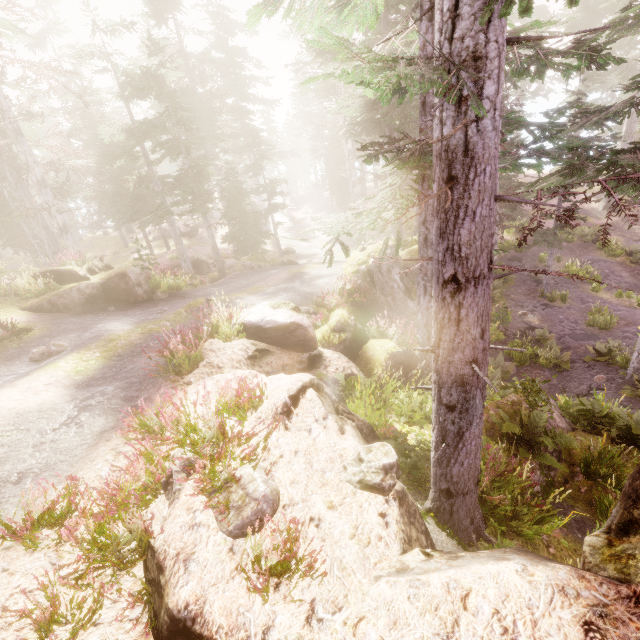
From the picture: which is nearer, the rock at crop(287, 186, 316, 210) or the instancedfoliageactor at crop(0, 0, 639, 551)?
the instancedfoliageactor at crop(0, 0, 639, 551)

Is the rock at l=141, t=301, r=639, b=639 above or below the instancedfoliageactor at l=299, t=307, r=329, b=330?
above

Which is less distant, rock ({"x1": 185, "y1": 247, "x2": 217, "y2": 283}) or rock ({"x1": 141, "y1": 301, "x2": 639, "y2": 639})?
rock ({"x1": 141, "y1": 301, "x2": 639, "y2": 639})

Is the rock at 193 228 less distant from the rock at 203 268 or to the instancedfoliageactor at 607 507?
the instancedfoliageactor at 607 507

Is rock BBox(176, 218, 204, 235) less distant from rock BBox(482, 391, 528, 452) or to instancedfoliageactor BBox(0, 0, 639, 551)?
instancedfoliageactor BBox(0, 0, 639, 551)

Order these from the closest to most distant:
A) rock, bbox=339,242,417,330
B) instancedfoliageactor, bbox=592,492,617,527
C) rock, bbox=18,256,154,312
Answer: instancedfoliageactor, bbox=592,492,617,527 < rock, bbox=18,256,154,312 < rock, bbox=339,242,417,330

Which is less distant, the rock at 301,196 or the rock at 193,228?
the rock at 193,228

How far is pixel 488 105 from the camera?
2.79m
